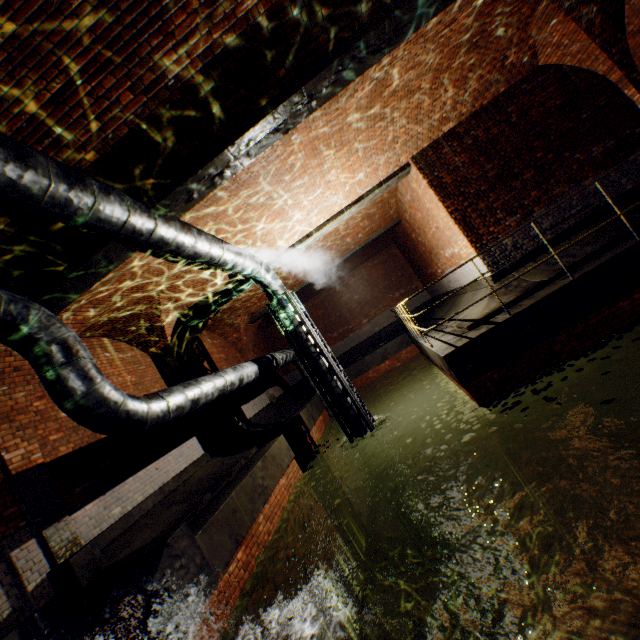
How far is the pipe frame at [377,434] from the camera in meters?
→ 8.4

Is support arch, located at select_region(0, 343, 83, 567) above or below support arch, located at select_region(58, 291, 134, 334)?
below

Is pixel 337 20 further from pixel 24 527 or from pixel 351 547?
pixel 351 547

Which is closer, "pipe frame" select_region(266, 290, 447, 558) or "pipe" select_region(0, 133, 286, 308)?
"pipe" select_region(0, 133, 286, 308)

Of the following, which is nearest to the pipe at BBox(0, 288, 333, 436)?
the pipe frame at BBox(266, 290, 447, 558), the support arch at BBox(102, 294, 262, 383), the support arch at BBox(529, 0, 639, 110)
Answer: the pipe frame at BBox(266, 290, 447, 558)

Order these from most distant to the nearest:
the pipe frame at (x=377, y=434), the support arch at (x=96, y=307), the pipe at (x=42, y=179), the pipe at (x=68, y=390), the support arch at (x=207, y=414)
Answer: the support arch at (x=207, y=414) → the pipe frame at (x=377, y=434) → the support arch at (x=96, y=307) → the pipe at (x=68, y=390) → the pipe at (x=42, y=179)

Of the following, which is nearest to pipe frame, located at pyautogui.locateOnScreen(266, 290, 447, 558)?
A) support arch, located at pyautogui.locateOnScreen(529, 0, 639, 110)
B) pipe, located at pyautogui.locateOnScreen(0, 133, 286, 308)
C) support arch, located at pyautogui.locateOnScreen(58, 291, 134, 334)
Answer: pipe, located at pyautogui.locateOnScreen(0, 133, 286, 308)

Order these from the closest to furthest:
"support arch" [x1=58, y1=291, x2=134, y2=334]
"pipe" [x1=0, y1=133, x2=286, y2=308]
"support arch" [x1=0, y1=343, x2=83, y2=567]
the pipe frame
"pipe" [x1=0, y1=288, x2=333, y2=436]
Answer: "pipe" [x1=0, y1=133, x2=286, y2=308] < "pipe" [x1=0, y1=288, x2=333, y2=436] < "support arch" [x1=0, y1=343, x2=83, y2=567] < "support arch" [x1=58, y1=291, x2=134, y2=334] < the pipe frame
